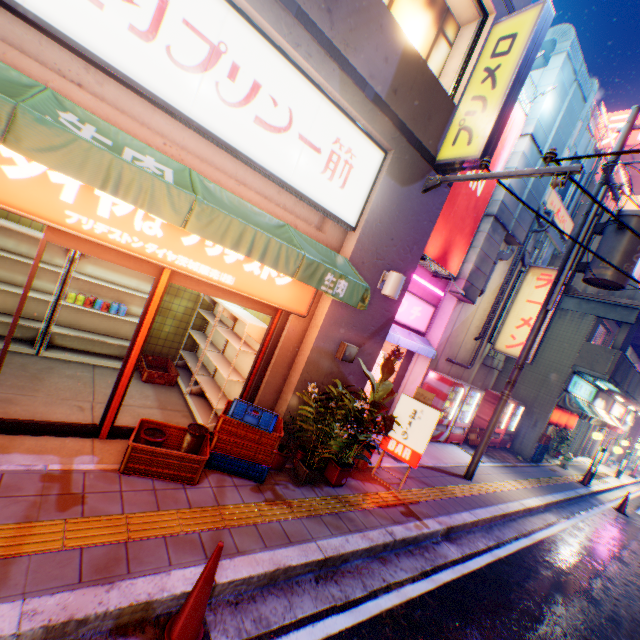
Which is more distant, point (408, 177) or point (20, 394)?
point (408, 177)

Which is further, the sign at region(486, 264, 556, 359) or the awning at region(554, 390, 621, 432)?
the awning at region(554, 390, 621, 432)

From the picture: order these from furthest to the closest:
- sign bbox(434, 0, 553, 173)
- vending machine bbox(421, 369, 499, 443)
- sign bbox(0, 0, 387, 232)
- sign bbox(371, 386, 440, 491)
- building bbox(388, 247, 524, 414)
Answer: building bbox(388, 247, 524, 414), vending machine bbox(421, 369, 499, 443), sign bbox(371, 386, 440, 491), sign bbox(434, 0, 553, 173), sign bbox(0, 0, 387, 232)

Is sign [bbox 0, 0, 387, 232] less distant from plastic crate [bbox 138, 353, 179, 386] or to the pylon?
plastic crate [bbox 138, 353, 179, 386]

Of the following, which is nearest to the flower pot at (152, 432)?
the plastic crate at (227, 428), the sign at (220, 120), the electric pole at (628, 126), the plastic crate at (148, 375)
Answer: the plastic crate at (227, 428)

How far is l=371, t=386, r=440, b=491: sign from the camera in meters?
6.1 m

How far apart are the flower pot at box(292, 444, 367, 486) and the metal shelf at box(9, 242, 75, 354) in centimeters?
405cm

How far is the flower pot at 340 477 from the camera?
5.06m
